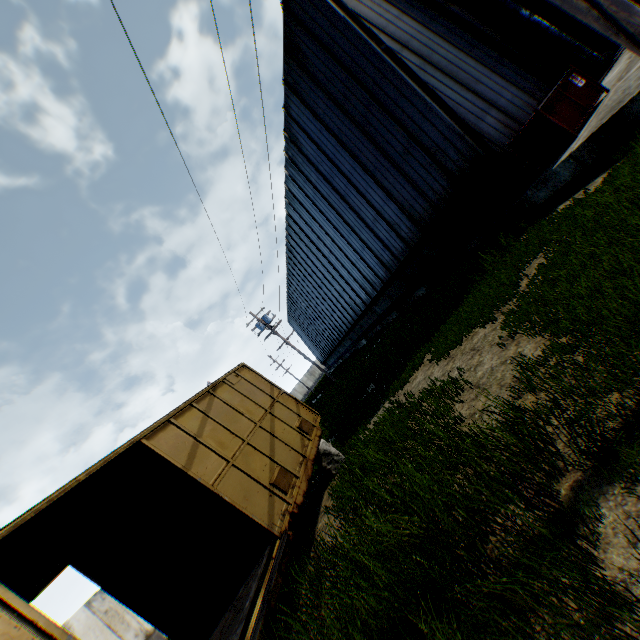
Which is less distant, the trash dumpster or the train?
the train

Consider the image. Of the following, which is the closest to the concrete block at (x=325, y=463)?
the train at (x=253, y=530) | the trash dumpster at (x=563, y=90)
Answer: the train at (x=253, y=530)

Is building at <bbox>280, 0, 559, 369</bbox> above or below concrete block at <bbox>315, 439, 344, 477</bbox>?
above

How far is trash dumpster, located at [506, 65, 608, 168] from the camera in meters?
8.2 m

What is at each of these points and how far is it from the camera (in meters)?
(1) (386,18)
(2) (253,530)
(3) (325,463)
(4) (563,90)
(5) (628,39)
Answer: (1) building, 10.79
(2) train, 8.18
(3) concrete block, 8.95
(4) trash dumpster, 8.38
(5) electric pole, 2.54

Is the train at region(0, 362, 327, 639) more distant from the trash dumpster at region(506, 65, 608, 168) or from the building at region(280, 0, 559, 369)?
the trash dumpster at region(506, 65, 608, 168)

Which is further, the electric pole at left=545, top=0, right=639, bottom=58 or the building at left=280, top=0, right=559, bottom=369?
the building at left=280, top=0, right=559, bottom=369

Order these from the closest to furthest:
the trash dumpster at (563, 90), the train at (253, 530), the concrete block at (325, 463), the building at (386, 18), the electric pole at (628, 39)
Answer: the electric pole at (628, 39)
the train at (253, 530)
the trash dumpster at (563, 90)
the concrete block at (325, 463)
the building at (386, 18)
